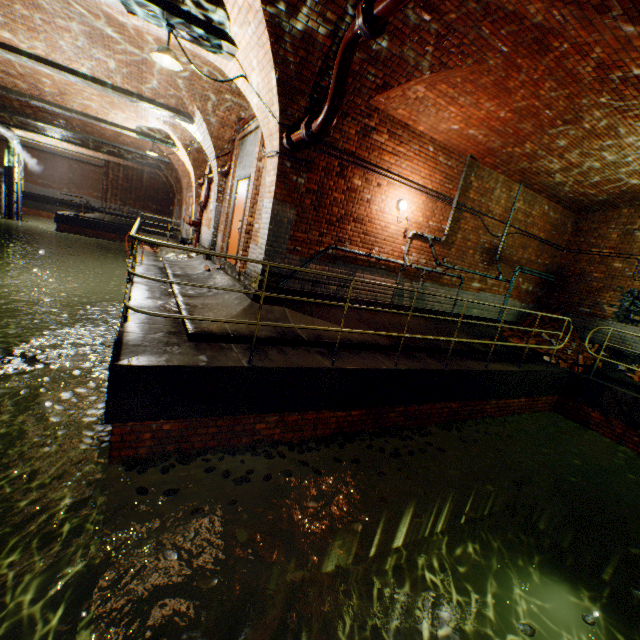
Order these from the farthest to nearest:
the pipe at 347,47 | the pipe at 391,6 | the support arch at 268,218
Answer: the support arch at 268,218 → the pipe at 347,47 → the pipe at 391,6

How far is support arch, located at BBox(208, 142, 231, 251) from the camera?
9.6m

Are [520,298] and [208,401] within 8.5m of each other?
no

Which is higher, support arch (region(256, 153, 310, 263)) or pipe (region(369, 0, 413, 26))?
pipe (region(369, 0, 413, 26))

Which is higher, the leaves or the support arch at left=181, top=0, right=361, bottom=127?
the support arch at left=181, top=0, right=361, bottom=127

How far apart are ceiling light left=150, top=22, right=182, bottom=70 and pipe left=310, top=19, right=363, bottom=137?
2.3m

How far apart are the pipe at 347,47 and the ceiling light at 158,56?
2.3 meters

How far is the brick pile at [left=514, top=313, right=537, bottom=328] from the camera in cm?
1042
